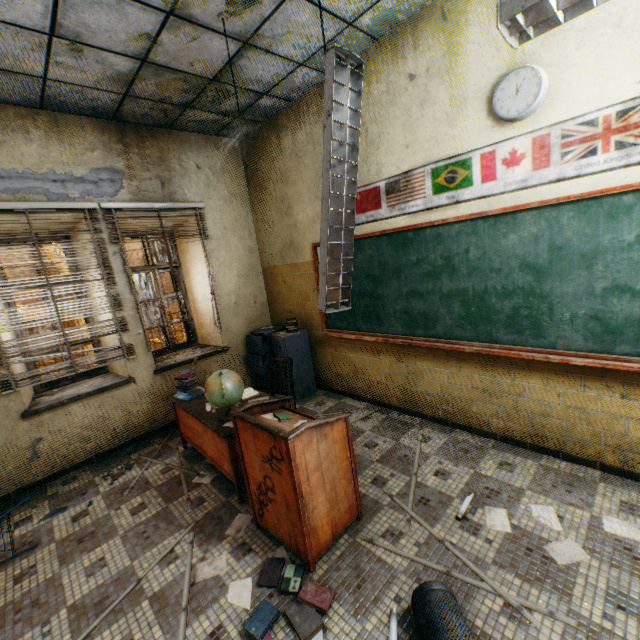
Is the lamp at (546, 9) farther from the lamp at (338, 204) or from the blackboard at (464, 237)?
the blackboard at (464, 237)

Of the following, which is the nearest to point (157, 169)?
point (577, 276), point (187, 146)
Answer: point (187, 146)

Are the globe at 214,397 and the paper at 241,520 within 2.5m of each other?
yes

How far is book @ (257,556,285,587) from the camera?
2.10m

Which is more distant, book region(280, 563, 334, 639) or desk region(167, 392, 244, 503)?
desk region(167, 392, 244, 503)

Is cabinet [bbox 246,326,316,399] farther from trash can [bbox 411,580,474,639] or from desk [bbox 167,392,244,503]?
trash can [bbox 411,580,474,639]

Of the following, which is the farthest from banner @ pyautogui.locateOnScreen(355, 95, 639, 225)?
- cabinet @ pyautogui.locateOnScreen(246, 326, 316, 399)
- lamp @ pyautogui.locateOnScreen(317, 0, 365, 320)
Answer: cabinet @ pyautogui.locateOnScreen(246, 326, 316, 399)

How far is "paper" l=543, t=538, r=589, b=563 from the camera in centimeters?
199cm
